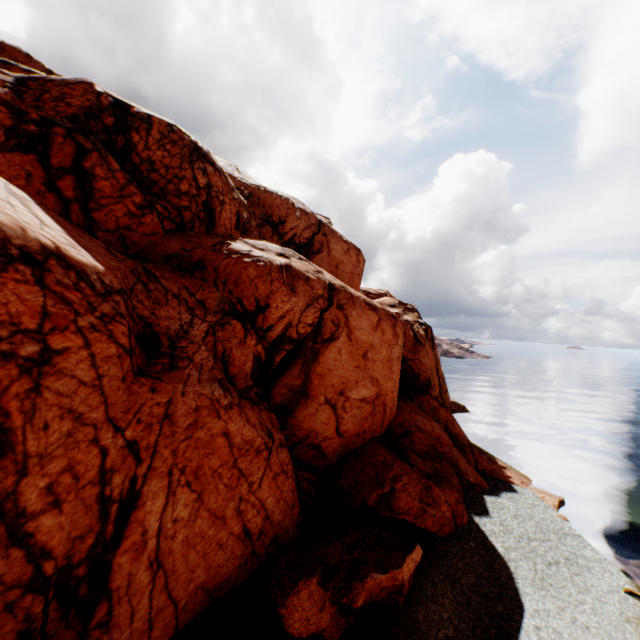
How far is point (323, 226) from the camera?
34.2 meters
